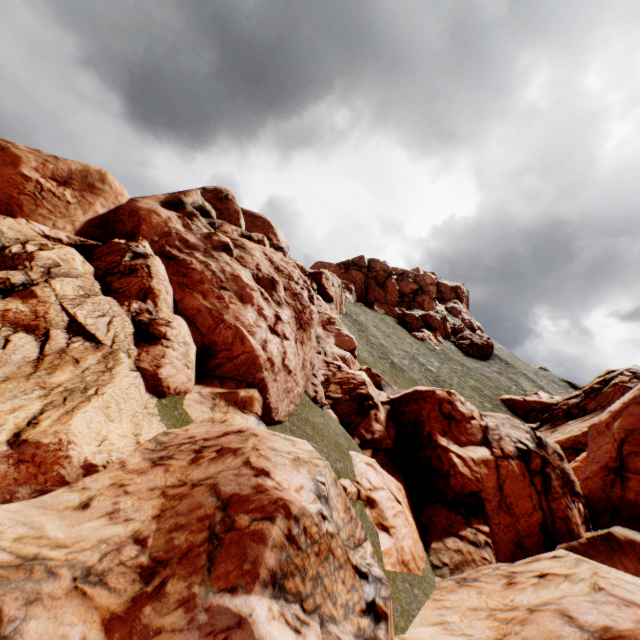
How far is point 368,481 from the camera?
10.4m
